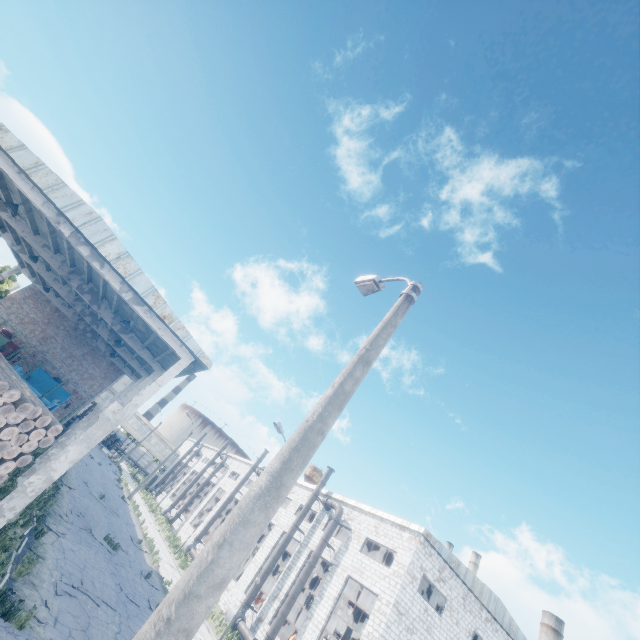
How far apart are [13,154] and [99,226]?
3.4 meters

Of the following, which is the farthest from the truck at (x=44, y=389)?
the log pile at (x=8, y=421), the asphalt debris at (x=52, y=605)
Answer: the asphalt debris at (x=52, y=605)

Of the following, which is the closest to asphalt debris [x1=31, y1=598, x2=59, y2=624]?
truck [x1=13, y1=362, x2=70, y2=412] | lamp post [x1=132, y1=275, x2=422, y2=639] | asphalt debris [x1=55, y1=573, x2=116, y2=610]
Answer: asphalt debris [x1=55, y1=573, x2=116, y2=610]

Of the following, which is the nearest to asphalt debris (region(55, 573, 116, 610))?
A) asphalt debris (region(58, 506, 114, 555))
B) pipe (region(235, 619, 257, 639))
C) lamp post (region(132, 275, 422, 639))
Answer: asphalt debris (region(58, 506, 114, 555))

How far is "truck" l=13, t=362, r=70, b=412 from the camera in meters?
10.6 m

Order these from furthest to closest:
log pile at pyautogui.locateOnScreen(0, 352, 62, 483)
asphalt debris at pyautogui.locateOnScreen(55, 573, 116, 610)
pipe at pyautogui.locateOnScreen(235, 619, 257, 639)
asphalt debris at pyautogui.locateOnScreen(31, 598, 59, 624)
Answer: pipe at pyautogui.locateOnScreen(235, 619, 257, 639) < asphalt debris at pyautogui.locateOnScreen(55, 573, 116, 610) < asphalt debris at pyautogui.locateOnScreen(31, 598, 59, 624) < log pile at pyautogui.locateOnScreen(0, 352, 62, 483)

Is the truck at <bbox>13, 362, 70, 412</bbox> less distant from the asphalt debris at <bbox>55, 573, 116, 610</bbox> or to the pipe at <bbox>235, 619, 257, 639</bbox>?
the asphalt debris at <bbox>55, 573, 116, 610</bbox>

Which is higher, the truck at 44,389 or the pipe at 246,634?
the truck at 44,389
